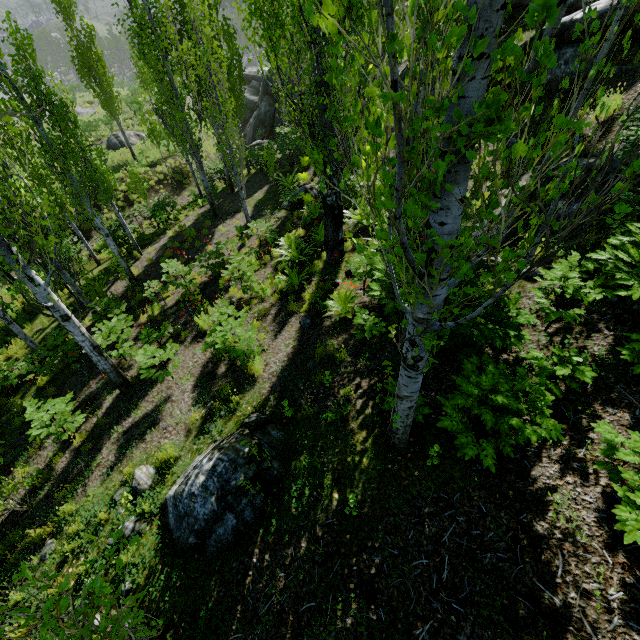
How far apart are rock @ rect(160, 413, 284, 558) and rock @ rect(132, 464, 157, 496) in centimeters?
38cm

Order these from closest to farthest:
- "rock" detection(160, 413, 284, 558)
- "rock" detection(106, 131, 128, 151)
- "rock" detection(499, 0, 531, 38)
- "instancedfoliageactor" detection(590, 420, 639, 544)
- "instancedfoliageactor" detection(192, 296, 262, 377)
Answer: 1. "instancedfoliageactor" detection(590, 420, 639, 544)
2. "rock" detection(160, 413, 284, 558)
3. "instancedfoliageactor" detection(192, 296, 262, 377)
4. "rock" detection(499, 0, 531, 38)
5. "rock" detection(106, 131, 128, 151)

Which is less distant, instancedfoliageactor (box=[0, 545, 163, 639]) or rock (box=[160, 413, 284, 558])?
instancedfoliageactor (box=[0, 545, 163, 639])

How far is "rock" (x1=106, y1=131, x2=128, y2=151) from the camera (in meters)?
25.28

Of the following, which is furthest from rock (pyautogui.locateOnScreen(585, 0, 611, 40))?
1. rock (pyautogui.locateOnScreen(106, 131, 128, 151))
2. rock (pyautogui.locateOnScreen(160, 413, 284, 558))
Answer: rock (pyautogui.locateOnScreen(106, 131, 128, 151))

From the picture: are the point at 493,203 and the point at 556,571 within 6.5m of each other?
yes

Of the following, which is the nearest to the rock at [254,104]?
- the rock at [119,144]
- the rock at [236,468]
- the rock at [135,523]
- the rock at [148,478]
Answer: the rock at [119,144]

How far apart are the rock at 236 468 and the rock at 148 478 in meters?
0.4 m
